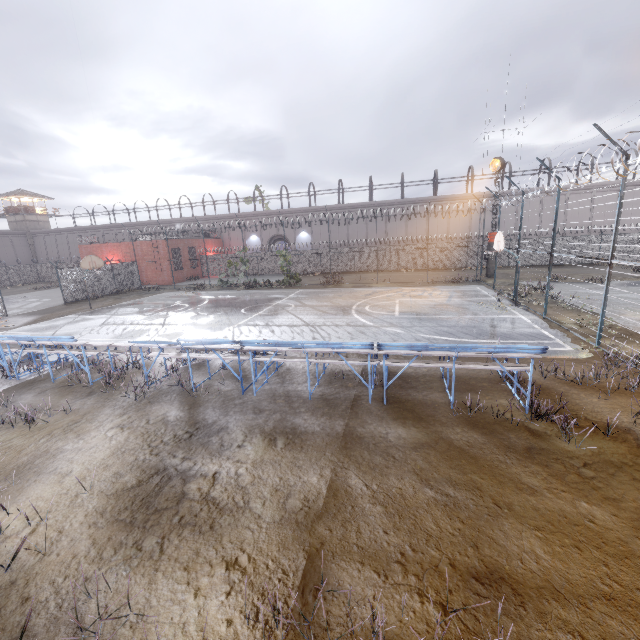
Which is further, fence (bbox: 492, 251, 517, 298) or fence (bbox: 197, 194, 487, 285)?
fence (bbox: 197, 194, 487, 285)

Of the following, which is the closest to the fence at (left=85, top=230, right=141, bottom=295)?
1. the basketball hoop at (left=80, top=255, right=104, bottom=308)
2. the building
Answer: the basketball hoop at (left=80, top=255, right=104, bottom=308)

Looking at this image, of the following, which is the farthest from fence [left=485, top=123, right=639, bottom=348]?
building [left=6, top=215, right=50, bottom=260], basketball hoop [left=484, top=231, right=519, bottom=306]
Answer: building [left=6, top=215, right=50, bottom=260]

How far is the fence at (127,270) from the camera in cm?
2777

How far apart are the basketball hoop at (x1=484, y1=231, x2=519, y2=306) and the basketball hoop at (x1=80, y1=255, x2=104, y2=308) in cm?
2438

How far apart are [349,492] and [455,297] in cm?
1687
